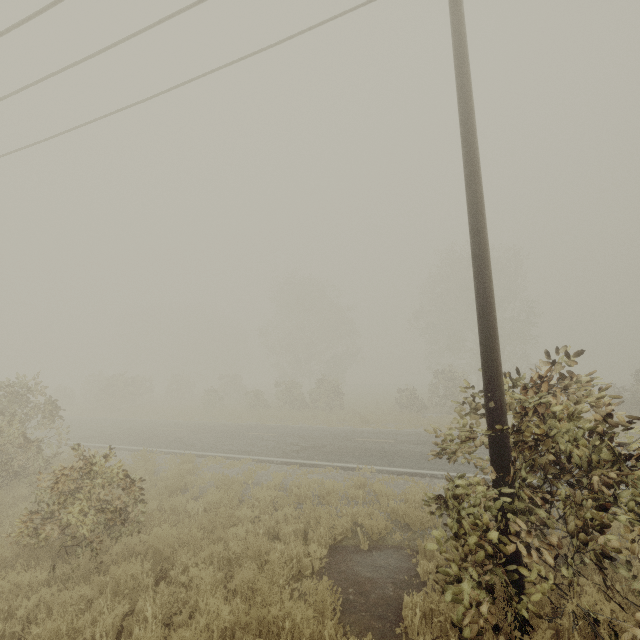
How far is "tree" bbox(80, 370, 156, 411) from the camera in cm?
2905

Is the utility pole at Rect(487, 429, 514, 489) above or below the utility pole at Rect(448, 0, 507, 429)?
below

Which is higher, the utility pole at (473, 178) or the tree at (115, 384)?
the utility pole at (473, 178)

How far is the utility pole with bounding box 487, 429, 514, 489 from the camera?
4.4m

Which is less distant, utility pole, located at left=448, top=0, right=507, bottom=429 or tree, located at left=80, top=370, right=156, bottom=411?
utility pole, located at left=448, top=0, right=507, bottom=429

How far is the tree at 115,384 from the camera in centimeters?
2905cm

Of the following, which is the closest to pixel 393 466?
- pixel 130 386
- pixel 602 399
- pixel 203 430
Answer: pixel 203 430
